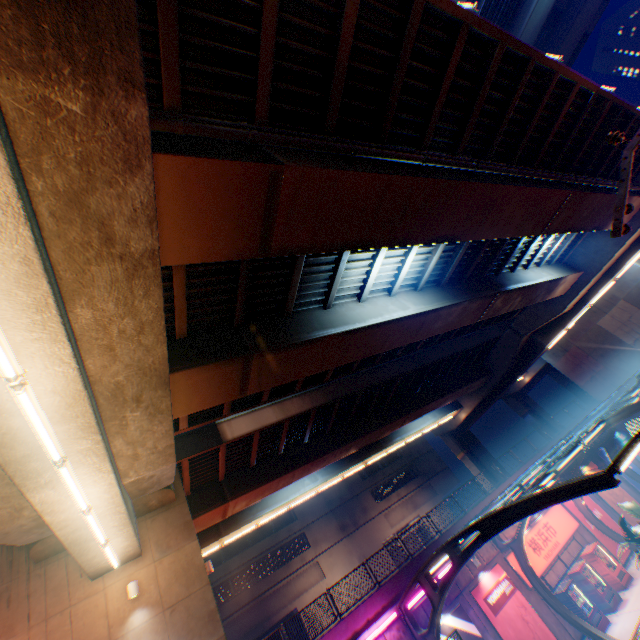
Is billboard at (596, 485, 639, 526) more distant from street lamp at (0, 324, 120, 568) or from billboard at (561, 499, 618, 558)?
street lamp at (0, 324, 120, 568)

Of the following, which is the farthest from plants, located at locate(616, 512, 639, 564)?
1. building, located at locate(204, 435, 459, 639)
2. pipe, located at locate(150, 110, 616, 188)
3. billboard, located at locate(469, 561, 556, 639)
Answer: building, located at locate(204, 435, 459, 639)

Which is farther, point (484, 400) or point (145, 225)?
point (484, 400)

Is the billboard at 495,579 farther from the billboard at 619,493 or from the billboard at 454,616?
the billboard at 619,493

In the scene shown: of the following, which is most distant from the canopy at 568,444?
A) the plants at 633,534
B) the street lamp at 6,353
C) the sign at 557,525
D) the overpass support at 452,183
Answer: the street lamp at 6,353

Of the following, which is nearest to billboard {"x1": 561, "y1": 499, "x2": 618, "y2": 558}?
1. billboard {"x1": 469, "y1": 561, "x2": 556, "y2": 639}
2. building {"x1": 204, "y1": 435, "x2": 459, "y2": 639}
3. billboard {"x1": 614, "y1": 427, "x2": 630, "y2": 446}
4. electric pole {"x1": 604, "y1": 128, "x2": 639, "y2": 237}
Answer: billboard {"x1": 469, "y1": 561, "x2": 556, "y2": 639}

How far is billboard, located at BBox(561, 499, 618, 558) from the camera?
20.3m

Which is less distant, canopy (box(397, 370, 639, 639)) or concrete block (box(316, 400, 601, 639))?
canopy (box(397, 370, 639, 639))
